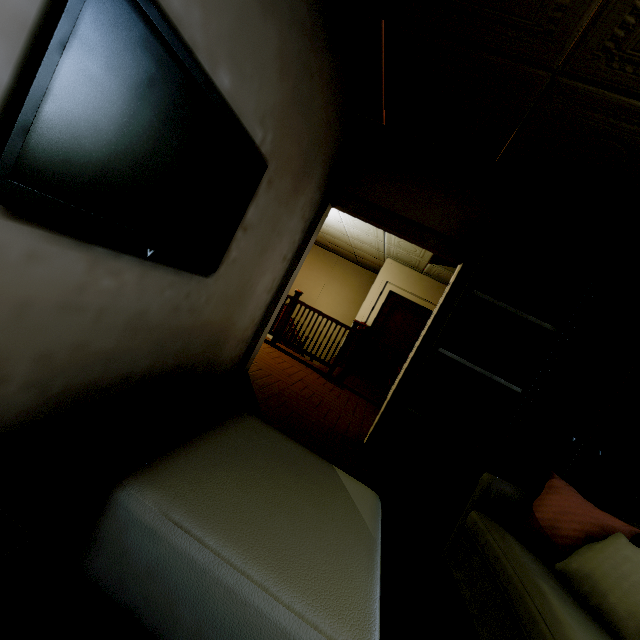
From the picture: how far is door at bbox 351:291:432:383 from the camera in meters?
7.9 m

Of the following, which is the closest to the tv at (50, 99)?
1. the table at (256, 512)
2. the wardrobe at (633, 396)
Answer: the table at (256, 512)

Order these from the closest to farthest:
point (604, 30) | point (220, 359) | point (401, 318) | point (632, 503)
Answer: point (604, 30) → point (632, 503) → point (220, 359) → point (401, 318)

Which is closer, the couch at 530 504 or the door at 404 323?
the couch at 530 504

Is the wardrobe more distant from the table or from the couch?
the table

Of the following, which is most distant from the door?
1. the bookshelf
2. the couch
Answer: the couch

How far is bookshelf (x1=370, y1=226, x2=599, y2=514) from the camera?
2.7m

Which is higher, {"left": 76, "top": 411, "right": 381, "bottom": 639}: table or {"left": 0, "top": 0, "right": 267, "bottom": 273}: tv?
{"left": 0, "top": 0, "right": 267, "bottom": 273}: tv
